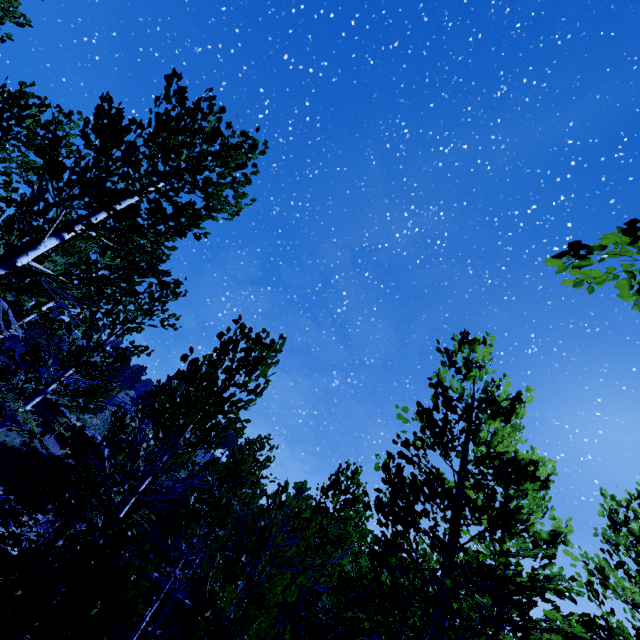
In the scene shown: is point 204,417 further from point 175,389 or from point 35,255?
point 35,255

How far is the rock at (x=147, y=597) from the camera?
17.72m

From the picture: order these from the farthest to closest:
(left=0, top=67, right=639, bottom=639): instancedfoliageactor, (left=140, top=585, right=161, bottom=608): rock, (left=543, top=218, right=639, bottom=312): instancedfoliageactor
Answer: (left=140, top=585, right=161, bottom=608): rock < (left=0, top=67, right=639, bottom=639): instancedfoliageactor < (left=543, top=218, right=639, bottom=312): instancedfoliageactor

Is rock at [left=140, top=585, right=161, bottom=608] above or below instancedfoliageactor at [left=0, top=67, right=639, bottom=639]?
below

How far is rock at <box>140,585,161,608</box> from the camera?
17.7 meters

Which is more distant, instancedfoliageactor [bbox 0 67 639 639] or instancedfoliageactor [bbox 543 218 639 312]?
instancedfoliageactor [bbox 0 67 639 639]

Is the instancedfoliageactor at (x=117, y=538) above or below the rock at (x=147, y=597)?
above

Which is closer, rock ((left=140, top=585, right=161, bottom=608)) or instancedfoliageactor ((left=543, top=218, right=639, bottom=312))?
instancedfoliageactor ((left=543, top=218, right=639, bottom=312))
